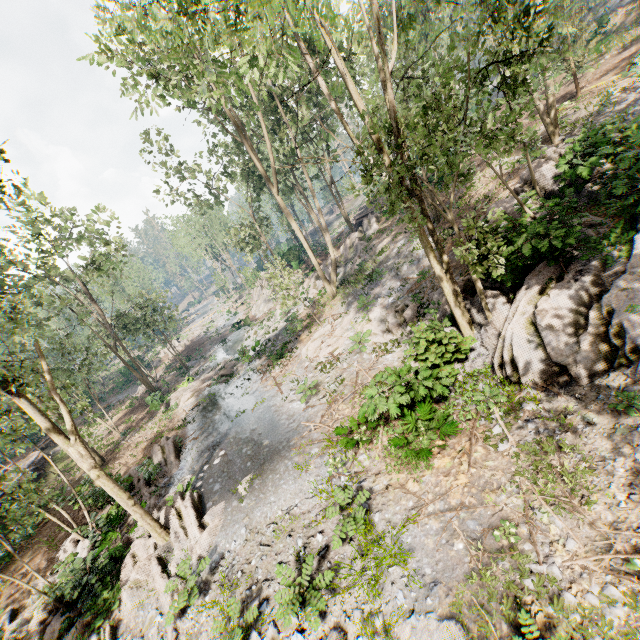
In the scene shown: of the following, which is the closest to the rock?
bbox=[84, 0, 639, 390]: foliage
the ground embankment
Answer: bbox=[84, 0, 639, 390]: foliage

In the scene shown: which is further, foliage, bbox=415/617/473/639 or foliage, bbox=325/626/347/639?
foliage, bbox=325/626/347/639

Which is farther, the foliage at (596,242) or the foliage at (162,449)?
the foliage at (162,449)

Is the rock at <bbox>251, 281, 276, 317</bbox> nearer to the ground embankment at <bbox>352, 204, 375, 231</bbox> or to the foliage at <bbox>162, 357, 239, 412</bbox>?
the foliage at <bbox>162, 357, 239, 412</bbox>

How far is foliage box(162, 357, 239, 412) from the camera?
25.5m

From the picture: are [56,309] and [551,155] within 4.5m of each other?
no
